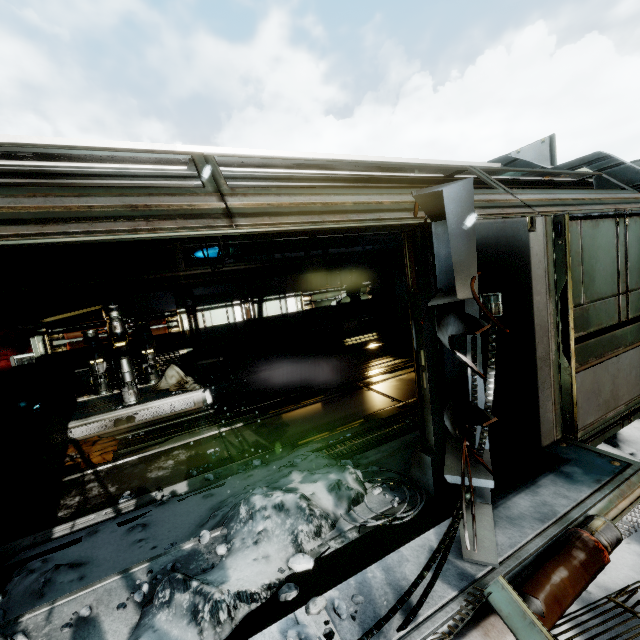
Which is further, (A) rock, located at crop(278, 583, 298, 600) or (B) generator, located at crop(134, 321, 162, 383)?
(B) generator, located at crop(134, 321, 162, 383)

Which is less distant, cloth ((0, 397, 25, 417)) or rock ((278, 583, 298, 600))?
rock ((278, 583, 298, 600))

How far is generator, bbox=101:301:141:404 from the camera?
7.5 meters

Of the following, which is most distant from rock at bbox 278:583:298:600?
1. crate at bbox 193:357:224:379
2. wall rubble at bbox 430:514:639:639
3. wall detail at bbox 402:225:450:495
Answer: crate at bbox 193:357:224:379

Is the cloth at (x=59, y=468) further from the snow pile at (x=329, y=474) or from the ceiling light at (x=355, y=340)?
the ceiling light at (x=355, y=340)

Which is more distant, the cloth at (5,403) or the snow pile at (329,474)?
the cloth at (5,403)

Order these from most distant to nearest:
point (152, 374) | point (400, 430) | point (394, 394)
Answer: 1. point (152, 374)
2. point (394, 394)
3. point (400, 430)

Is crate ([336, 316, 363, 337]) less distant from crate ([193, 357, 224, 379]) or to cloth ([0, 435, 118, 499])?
crate ([193, 357, 224, 379])
